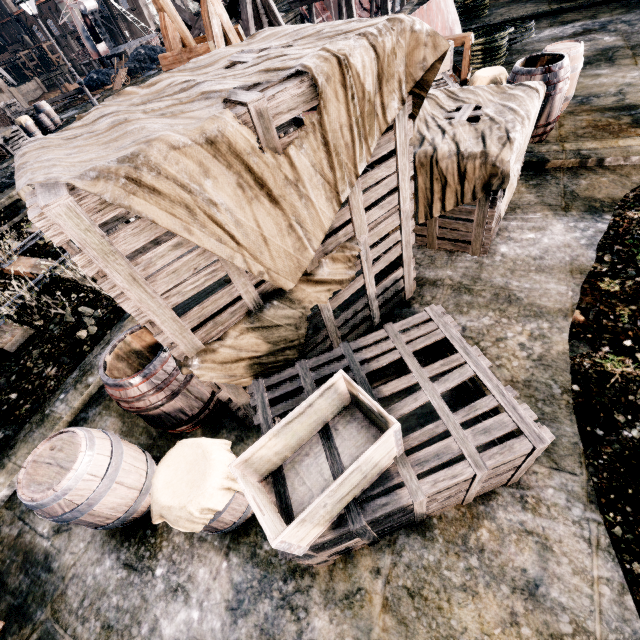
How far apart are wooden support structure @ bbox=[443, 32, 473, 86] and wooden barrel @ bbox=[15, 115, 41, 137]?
22.81m

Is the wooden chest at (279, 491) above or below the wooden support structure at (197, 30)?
below

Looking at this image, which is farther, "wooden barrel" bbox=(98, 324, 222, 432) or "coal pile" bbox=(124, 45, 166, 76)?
"coal pile" bbox=(124, 45, 166, 76)

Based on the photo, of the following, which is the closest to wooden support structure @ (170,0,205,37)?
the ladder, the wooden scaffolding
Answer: the ladder

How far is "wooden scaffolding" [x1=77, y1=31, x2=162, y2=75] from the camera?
34.47m

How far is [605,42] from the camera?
10.1m

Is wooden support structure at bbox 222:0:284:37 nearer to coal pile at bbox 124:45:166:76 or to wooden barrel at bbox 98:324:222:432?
wooden barrel at bbox 98:324:222:432

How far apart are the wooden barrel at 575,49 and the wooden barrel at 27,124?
26.09m
